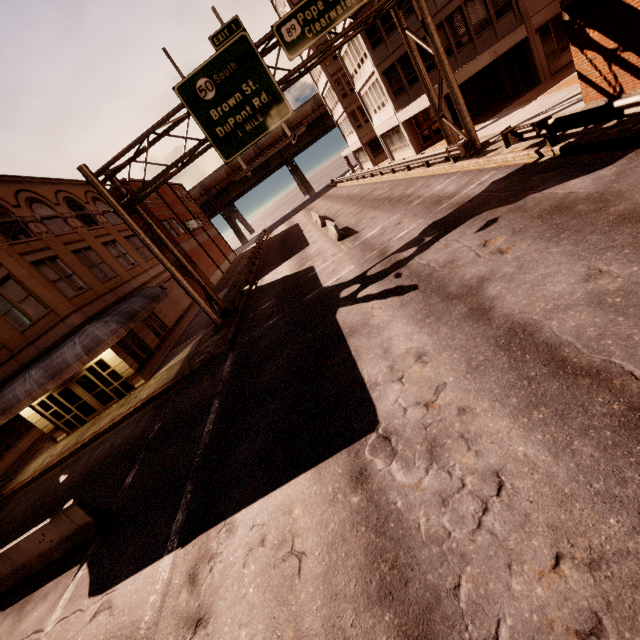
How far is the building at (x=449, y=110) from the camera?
21.22m

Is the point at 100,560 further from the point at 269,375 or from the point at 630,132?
the point at 630,132

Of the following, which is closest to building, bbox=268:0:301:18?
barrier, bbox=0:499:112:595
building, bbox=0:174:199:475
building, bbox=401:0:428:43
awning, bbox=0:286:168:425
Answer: building, bbox=401:0:428:43

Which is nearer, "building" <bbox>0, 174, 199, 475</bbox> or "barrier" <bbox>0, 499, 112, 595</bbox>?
"barrier" <bbox>0, 499, 112, 595</bbox>

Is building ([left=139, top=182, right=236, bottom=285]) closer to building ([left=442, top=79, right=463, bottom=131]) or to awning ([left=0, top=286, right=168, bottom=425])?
awning ([left=0, top=286, right=168, bottom=425])

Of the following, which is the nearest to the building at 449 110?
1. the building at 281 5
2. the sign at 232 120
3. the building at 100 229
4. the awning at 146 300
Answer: the building at 281 5

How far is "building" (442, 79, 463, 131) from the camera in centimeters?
2122cm

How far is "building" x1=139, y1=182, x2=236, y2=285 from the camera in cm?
3647
